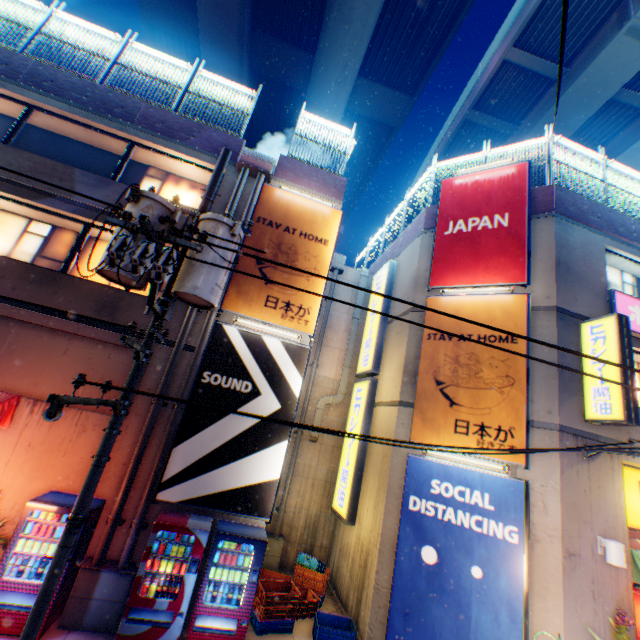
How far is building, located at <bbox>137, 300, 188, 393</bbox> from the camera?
7.91m

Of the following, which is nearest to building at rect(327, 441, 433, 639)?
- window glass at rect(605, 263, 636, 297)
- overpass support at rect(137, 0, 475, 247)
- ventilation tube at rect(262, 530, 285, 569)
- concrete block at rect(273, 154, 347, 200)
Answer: ventilation tube at rect(262, 530, 285, 569)

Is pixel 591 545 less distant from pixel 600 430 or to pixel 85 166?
pixel 600 430

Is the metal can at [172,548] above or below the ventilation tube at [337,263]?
below

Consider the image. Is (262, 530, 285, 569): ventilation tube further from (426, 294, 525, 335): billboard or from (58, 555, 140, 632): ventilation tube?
(426, 294, 525, 335): billboard

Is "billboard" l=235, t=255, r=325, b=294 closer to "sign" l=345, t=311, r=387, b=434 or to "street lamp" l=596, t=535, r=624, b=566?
"sign" l=345, t=311, r=387, b=434

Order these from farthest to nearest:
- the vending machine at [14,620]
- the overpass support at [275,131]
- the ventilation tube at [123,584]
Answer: the overpass support at [275,131], the ventilation tube at [123,584], the vending machine at [14,620]

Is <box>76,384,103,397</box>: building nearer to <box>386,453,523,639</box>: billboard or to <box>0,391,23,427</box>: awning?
<box>0,391,23,427</box>: awning
